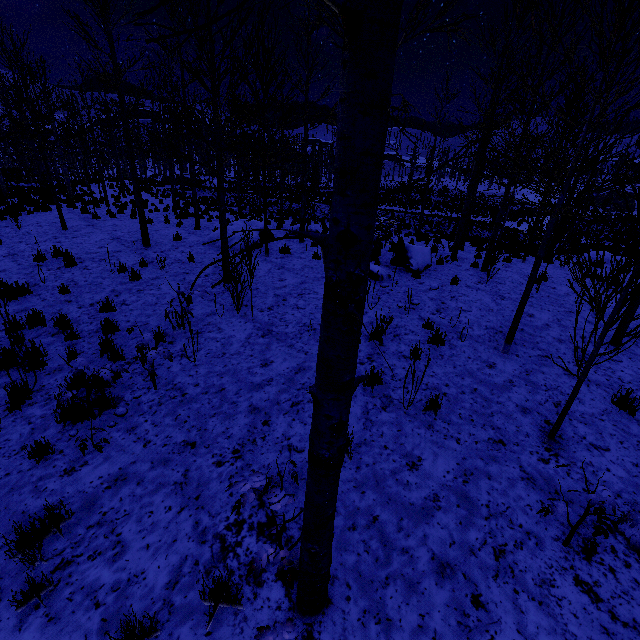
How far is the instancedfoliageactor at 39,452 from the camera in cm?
395

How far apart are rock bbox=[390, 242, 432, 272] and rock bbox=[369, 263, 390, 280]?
1.06m

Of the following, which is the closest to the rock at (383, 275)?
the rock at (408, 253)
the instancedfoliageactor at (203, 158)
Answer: the instancedfoliageactor at (203, 158)

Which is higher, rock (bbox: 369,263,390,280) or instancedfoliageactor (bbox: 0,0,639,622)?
instancedfoliageactor (bbox: 0,0,639,622)

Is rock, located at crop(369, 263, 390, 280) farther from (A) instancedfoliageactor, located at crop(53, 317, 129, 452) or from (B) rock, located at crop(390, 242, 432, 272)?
(B) rock, located at crop(390, 242, 432, 272)

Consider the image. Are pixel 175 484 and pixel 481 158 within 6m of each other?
no
